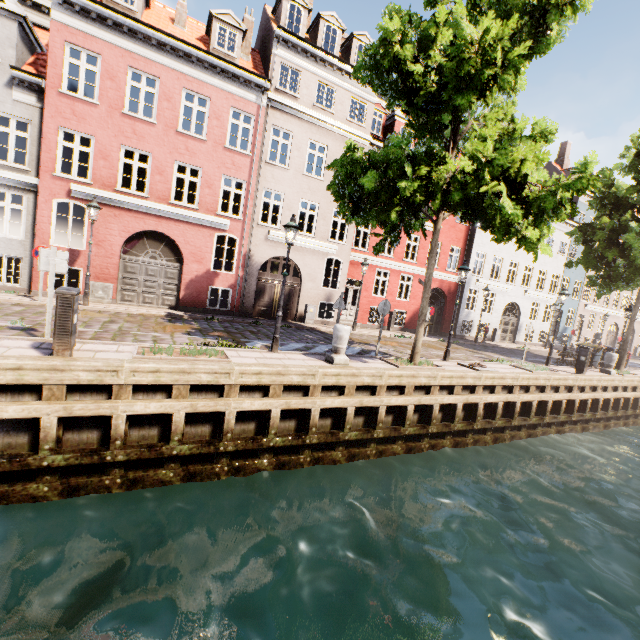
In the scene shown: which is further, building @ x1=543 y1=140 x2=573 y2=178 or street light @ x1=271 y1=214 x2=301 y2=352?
building @ x1=543 y1=140 x2=573 y2=178

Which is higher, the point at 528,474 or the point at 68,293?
the point at 68,293

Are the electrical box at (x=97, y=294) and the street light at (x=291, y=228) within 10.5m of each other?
yes

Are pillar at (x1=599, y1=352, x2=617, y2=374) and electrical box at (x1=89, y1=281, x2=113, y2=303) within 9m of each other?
no

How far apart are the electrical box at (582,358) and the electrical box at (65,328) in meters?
18.2 m

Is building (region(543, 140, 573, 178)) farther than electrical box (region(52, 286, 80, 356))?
Yes

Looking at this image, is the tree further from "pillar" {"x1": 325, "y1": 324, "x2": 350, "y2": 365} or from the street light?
"pillar" {"x1": 325, "y1": 324, "x2": 350, "y2": 365}

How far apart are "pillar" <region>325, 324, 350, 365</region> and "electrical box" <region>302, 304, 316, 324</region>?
8.09m
